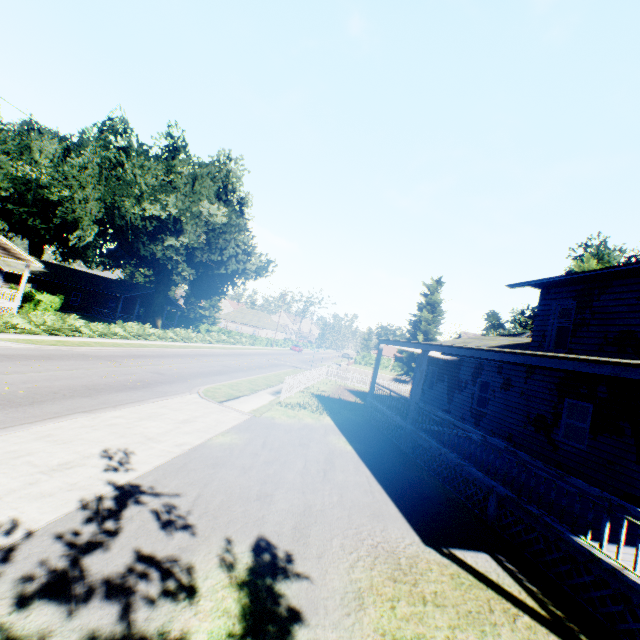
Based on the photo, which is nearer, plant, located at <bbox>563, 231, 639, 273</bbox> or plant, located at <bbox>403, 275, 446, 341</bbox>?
plant, located at <bbox>563, 231, 639, 273</bbox>

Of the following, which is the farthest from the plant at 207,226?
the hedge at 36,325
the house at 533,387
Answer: the hedge at 36,325

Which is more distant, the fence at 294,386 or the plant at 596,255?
the plant at 596,255

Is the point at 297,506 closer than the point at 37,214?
Yes

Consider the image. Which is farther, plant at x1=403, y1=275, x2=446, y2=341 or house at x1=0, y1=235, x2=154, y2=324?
plant at x1=403, y1=275, x2=446, y2=341

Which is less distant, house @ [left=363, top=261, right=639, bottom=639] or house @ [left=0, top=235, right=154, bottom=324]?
house @ [left=363, top=261, right=639, bottom=639]

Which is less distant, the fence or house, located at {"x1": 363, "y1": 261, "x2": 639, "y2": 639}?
house, located at {"x1": 363, "y1": 261, "x2": 639, "y2": 639}

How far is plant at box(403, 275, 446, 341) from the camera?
44.72m
